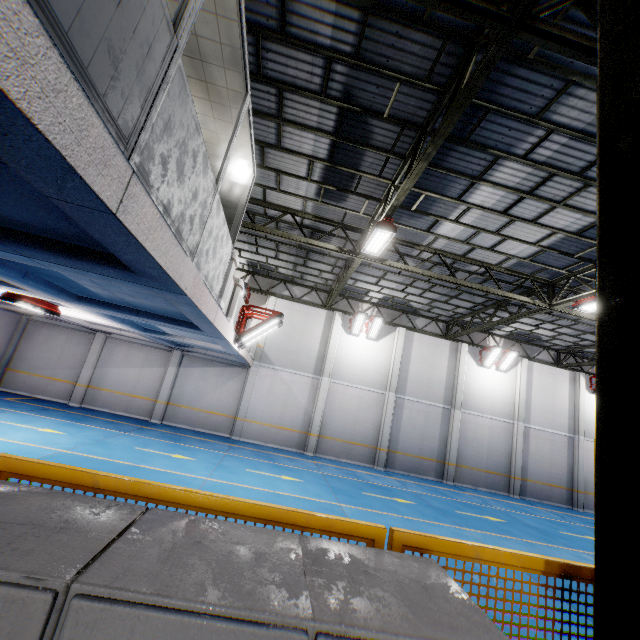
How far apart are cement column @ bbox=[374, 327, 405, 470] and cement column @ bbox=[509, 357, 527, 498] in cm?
732

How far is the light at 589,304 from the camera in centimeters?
1040cm

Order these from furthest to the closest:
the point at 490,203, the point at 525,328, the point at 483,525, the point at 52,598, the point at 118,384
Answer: the point at 525,328, the point at 118,384, the point at 483,525, the point at 490,203, the point at 52,598

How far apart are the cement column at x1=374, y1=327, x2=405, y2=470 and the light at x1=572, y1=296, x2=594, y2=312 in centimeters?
879cm

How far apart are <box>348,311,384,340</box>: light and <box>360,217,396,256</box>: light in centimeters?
757cm

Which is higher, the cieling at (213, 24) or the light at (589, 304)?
the light at (589, 304)

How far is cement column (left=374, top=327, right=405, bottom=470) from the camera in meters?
17.3

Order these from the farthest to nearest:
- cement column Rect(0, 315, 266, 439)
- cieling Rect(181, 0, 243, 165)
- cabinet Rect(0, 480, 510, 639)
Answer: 1. cement column Rect(0, 315, 266, 439)
2. cieling Rect(181, 0, 243, 165)
3. cabinet Rect(0, 480, 510, 639)
